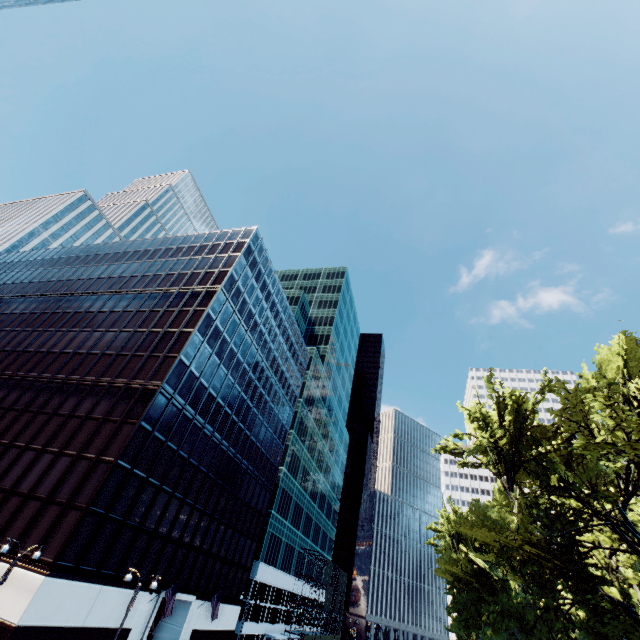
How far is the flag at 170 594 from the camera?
25.7m

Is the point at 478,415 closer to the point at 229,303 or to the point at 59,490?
the point at 59,490

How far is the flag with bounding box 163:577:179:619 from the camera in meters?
25.7 m

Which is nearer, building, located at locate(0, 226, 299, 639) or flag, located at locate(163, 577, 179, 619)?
building, located at locate(0, 226, 299, 639)

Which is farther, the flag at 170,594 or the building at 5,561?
the flag at 170,594

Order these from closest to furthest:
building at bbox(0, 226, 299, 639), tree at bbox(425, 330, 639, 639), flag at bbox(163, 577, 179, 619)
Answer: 1. tree at bbox(425, 330, 639, 639)
2. building at bbox(0, 226, 299, 639)
3. flag at bbox(163, 577, 179, 619)

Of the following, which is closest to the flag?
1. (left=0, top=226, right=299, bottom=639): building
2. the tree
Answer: (left=0, top=226, right=299, bottom=639): building
